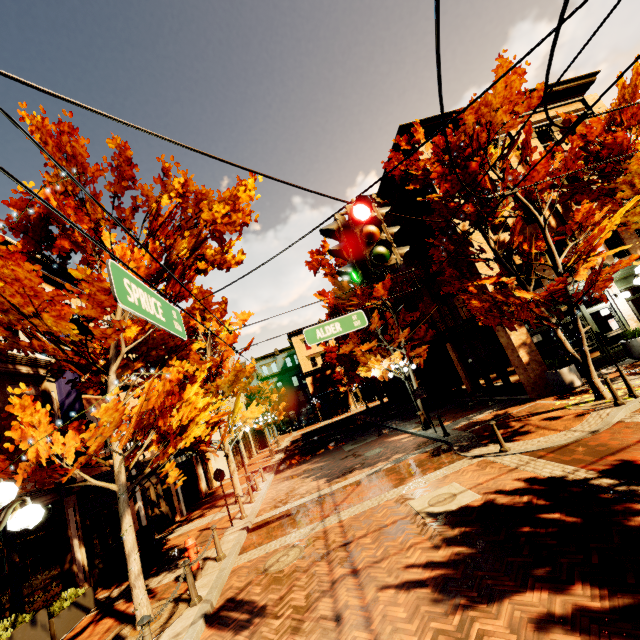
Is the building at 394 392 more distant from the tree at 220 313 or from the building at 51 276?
the building at 51 276

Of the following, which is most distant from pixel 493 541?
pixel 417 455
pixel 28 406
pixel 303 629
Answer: pixel 28 406

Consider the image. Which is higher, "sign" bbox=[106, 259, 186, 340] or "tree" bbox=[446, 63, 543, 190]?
"tree" bbox=[446, 63, 543, 190]

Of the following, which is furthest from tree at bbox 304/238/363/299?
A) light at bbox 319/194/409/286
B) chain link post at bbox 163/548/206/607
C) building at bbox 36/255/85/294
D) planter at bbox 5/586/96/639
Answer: light at bbox 319/194/409/286

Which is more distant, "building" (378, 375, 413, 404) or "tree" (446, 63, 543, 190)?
"building" (378, 375, 413, 404)

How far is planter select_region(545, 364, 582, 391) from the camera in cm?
1234

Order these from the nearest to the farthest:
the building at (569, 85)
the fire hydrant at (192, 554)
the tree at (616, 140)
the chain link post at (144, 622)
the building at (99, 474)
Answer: the chain link post at (144, 622), the fire hydrant at (192, 554), the tree at (616, 140), the building at (99, 474), the building at (569, 85)
